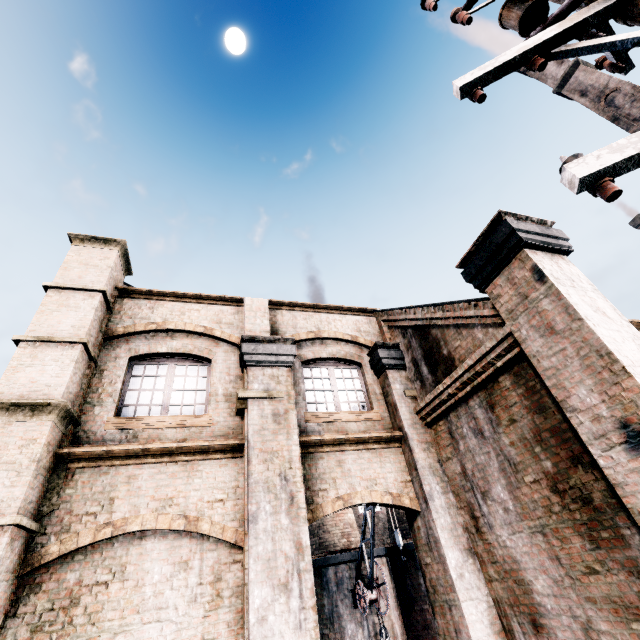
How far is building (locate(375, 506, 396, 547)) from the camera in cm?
2397

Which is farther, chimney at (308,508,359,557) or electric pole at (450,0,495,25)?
chimney at (308,508,359,557)

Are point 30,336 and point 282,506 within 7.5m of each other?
yes

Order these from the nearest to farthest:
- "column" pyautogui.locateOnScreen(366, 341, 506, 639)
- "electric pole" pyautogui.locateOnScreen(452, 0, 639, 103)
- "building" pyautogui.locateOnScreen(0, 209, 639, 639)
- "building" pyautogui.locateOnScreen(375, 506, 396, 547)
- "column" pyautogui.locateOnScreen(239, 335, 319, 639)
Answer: "electric pole" pyautogui.locateOnScreen(452, 0, 639, 103) → "building" pyautogui.locateOnScreen(0, 209, 639, 639) → "column" pyautogui.locateOnScreen(239, 335, 319, 639) → "column" pyautogui.locateOnScreen(366, 341, 506, 639) → "building" pyautogui.locateOnScreen(375, 506, 396, 547)

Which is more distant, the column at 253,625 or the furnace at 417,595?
the furnace at 417,595

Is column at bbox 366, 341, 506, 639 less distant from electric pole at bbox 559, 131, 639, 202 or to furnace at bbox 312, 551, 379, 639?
electric pole at bbox 559, 131, 639, 202

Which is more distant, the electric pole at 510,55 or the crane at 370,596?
the crane at 370,596

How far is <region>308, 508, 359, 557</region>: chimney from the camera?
19.5m
